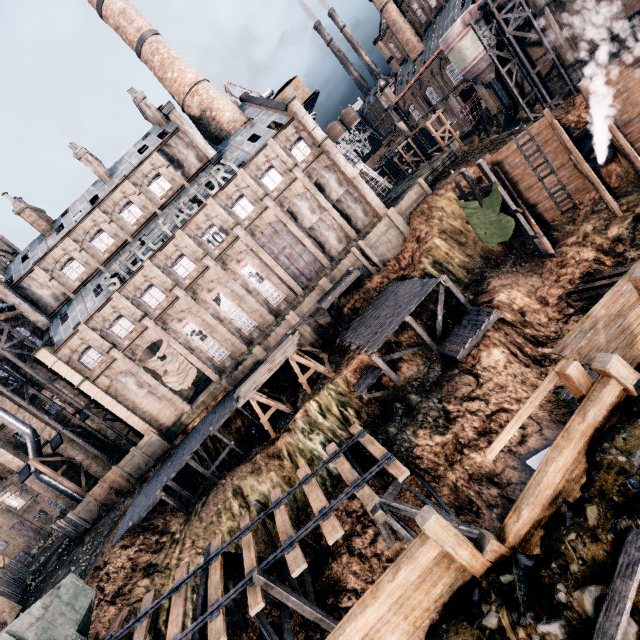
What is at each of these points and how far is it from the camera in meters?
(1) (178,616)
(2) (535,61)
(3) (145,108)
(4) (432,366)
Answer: (1) railway, 14.2
(2) building, 40.5
(3) chimney, 37.3
(4) stone debris, 25.0

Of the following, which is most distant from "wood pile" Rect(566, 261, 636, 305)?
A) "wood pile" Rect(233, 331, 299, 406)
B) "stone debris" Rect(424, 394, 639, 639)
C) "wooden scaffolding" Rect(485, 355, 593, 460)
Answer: "wood pile" Rect(233, 331, 299, 406)

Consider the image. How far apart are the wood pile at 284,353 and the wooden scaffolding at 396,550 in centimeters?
2102cm

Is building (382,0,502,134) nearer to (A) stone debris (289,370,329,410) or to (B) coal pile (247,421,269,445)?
(A) stone debris (289,370,329,410)

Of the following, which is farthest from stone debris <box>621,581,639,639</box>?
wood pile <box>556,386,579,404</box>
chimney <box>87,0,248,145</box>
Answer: chimney <box>87,0,248,145</box>

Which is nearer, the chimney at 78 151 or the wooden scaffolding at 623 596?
the wooden scaffolding at 623 596

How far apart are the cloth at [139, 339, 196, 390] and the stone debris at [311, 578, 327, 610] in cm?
2346

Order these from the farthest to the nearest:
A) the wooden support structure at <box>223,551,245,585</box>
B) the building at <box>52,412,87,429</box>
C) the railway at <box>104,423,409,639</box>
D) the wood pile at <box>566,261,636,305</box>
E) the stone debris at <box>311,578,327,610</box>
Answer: the building at <box>52,412,87,429</box>, the wood pile at <box>566,261,636,305</box>, the stone debris at <box>311,578,327,610</box>, the wooden support structure at <box>223,551,245,585</box>, the railway at <box>104,423,409,639</box>
